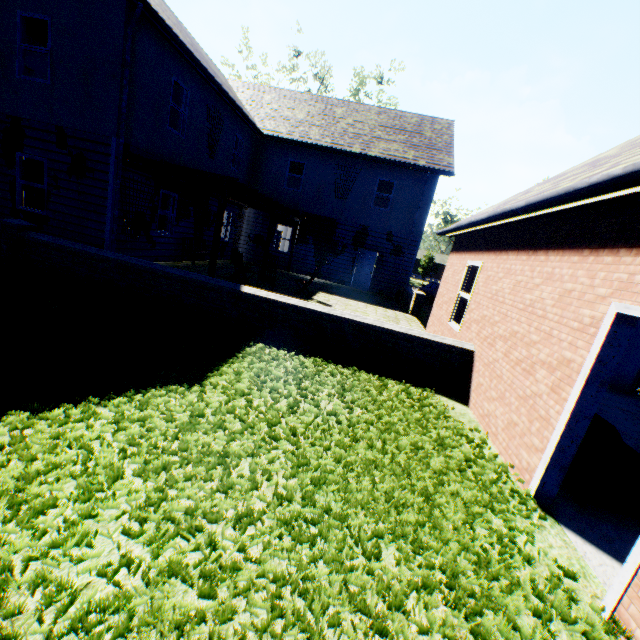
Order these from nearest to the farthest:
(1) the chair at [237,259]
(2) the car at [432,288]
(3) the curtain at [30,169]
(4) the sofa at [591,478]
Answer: (4) the sofa at [591,478] < (3) the curtain at [30,169] < (1) the chair at [237,259] < (2) the car at [432,288]

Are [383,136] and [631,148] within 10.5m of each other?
no

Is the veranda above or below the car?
above

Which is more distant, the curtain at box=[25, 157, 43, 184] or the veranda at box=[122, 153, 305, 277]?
the curtain at box=[25, 157, 43, 184]

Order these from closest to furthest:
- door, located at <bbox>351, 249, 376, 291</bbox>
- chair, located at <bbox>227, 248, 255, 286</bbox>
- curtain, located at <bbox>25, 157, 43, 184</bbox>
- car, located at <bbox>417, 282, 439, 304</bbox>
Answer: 1. curtain, located at <bbox>25, 157, 43, 184</bbox>
2. chair, located at <bbox>227, 248, 255, 286</bbox>
3. door, located at <bbox>351, 249, 376, 291</bbox>
4. car, located at <bbox>417, 282, 439, 304</bbox>

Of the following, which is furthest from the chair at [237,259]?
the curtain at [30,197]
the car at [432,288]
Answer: the car at [432,288]

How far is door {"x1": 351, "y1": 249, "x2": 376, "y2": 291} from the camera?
17.62m

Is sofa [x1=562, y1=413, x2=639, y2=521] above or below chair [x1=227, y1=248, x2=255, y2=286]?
below
